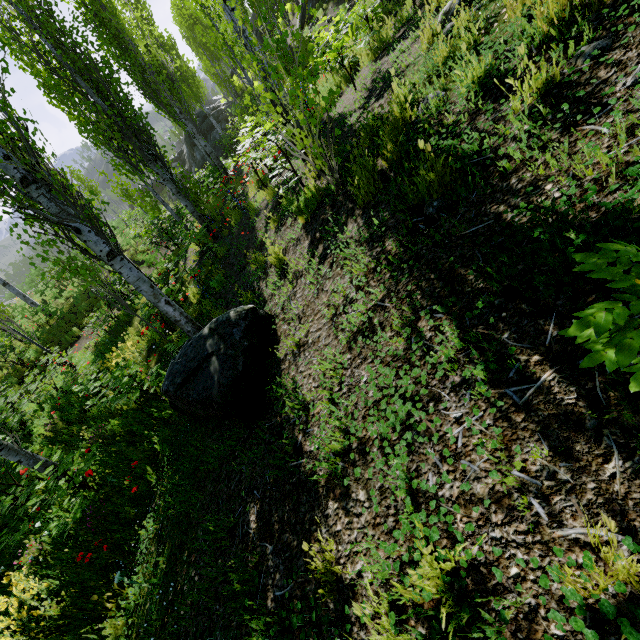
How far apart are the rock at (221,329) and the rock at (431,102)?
2.7 meters

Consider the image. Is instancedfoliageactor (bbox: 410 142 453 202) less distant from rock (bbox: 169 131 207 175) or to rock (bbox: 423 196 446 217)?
rock (bbox: 423 196 446 217)

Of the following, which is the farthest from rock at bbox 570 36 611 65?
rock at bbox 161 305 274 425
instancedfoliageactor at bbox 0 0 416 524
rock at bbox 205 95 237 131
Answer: rock at bbox 205 95 237 131

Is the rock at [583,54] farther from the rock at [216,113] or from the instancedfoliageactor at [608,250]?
the rock at [216,113]

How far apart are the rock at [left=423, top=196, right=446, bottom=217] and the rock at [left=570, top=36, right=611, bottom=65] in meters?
1.1 m

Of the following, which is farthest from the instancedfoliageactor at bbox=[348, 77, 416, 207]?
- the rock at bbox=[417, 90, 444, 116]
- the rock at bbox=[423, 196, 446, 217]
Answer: the rock at bbox=[417, 90, 444, 116]

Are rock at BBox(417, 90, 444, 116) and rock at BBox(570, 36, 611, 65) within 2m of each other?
yes

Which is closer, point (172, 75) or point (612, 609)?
point (612, 609)
